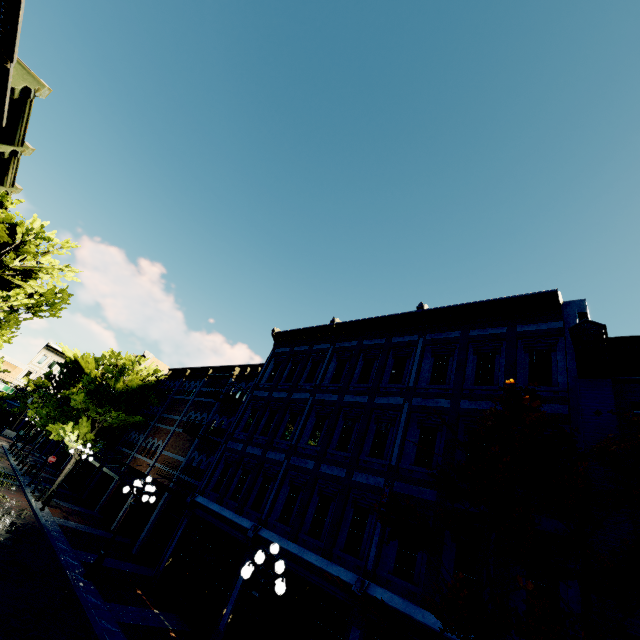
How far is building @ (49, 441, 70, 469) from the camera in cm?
3219

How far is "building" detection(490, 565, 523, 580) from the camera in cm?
748

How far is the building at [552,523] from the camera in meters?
7.4

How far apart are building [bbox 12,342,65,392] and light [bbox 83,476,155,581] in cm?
5339

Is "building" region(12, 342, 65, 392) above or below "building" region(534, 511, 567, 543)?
above

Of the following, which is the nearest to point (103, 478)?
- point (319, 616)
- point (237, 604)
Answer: point (237, 604)

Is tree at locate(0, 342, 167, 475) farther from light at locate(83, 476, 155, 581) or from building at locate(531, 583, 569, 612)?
light at locate(83, 476, 155, 581)

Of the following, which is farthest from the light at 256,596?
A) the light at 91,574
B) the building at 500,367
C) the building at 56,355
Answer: the building at 56,355
